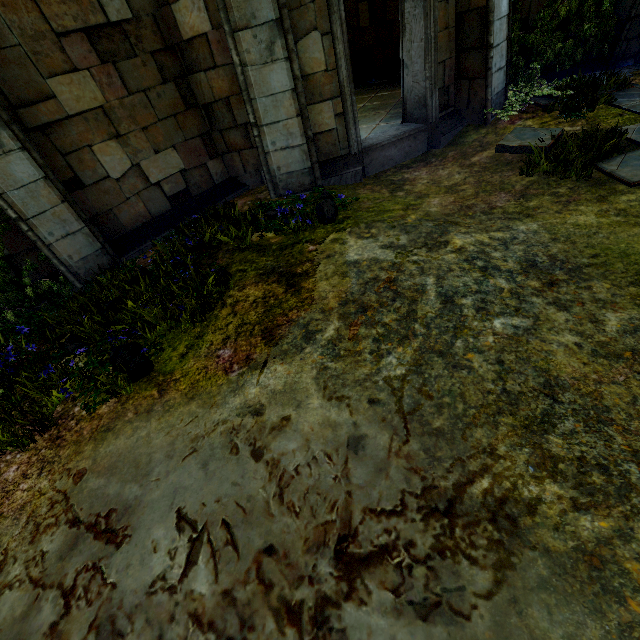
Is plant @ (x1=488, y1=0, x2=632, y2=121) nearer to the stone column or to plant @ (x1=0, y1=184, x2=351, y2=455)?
the stone column

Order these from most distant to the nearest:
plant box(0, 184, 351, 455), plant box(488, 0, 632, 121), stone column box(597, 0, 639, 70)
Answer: stone column box(597, 0, 639, 70), plant box(488, 0, 632, 121), plant box(0, 184, 351, 455)

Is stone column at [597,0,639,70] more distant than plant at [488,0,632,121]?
Yes

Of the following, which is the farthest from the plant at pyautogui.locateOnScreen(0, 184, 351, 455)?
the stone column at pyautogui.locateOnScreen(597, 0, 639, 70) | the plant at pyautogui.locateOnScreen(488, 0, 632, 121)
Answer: the stone column at pyautogui.locateOnScreen(597, 0, 639, 70)

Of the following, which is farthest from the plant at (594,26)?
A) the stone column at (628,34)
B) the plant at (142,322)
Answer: the plant at (142,322)

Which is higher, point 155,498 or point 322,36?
point 322,36

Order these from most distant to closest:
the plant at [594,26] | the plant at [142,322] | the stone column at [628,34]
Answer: the stone column at [628,34] → the plant at [594,26] → the plant at [142,322]
